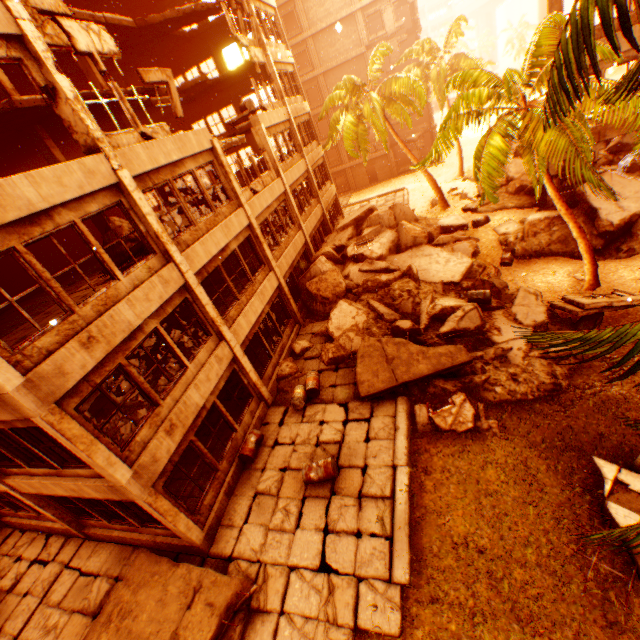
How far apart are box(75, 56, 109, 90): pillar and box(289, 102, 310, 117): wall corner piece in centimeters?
928cm

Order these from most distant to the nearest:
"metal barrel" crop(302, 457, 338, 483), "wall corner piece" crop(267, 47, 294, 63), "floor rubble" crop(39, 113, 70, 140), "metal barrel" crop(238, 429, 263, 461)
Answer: "wall corner piece" crop(267, 47, 294, 63) → "floor rubble" crop(39, 113, 70, 140) → "metal barrel" crop(238, 429, 263, 461) → "metal barrel" crop(302, 457, 338, 483)

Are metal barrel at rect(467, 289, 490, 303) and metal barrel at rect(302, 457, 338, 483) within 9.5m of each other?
yes

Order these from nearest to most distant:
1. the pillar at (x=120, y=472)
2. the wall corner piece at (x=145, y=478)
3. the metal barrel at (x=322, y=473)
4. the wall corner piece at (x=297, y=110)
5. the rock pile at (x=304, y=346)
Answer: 1. the pillar at (x=120, y=472)
2. the wall corner piece at (x=145, y=478)
3. the metal barrel at (x=322, y=473)
4. the rock pile at (x=304, y=346)
5. the wall corner piece at (x=297, y=110)

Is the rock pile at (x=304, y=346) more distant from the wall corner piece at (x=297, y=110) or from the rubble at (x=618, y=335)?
the wall corner piece at (x=297, y=110)

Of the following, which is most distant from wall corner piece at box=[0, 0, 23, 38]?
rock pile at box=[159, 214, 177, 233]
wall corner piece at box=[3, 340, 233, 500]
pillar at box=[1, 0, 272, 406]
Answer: wall corner piece at box=[3, 340, 233, 500]

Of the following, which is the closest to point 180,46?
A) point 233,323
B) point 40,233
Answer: point 233,323

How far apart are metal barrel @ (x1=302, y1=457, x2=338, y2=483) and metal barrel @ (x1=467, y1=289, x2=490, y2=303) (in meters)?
8.12
